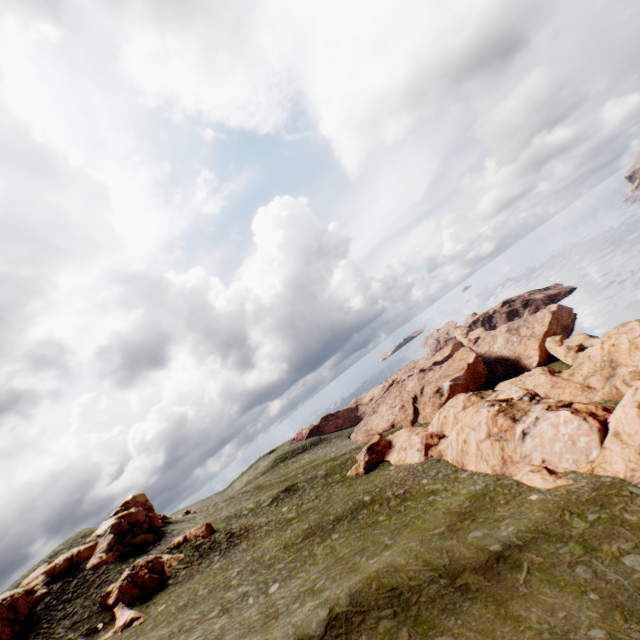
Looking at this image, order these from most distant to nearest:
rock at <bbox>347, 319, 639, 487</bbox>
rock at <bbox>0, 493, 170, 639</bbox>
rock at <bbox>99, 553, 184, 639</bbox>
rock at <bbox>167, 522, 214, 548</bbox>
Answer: rock at <bbox>167, 522, 214, 548</bbox> → rock at <bbox>0, 493, 170, 639</bbox> → rock at <bbox>99, 553, 184, 639</bbox> → rock at <bbox>347, 319, 639, 487</bbox>

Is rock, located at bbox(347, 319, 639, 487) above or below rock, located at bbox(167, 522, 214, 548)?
below

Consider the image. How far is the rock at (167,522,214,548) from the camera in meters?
40.5

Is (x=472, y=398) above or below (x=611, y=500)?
below

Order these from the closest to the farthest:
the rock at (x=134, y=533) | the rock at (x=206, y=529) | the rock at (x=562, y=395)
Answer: the rock at (x=562, y=395)
the rock at (x=134, y=533)
the rock at (x=206, y=529)

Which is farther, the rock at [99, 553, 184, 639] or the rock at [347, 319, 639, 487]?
the rock at [99, 553, 184, 639]

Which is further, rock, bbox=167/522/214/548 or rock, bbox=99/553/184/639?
rock, bbox=167/522/214/548

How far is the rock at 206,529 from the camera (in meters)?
40.53
